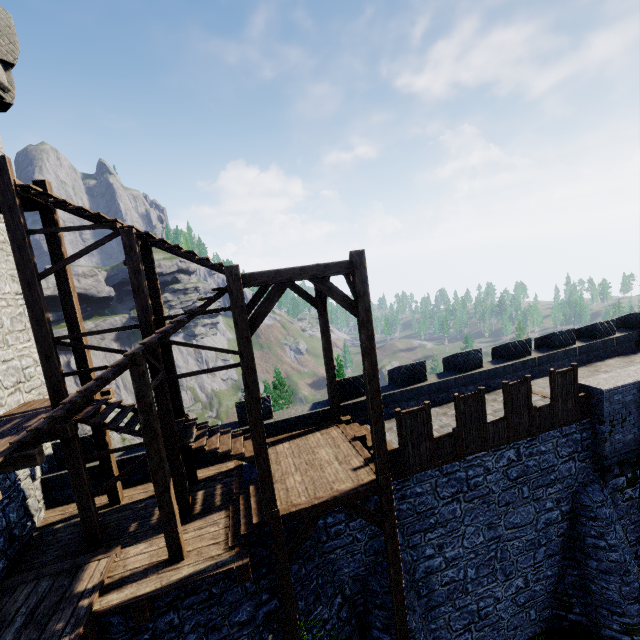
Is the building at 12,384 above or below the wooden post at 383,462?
above

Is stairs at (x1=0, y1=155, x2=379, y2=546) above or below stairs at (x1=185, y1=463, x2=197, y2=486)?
above

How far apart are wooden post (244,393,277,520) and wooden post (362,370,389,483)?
2.6 meters

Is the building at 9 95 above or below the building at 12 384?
above

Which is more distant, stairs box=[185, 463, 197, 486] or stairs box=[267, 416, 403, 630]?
stairs box=[185, 463, 197, 486]

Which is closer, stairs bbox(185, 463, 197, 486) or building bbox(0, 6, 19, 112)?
stairs bbox(185, 463, 197, 486)

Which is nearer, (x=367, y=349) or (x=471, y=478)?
(x=367, y=349)
